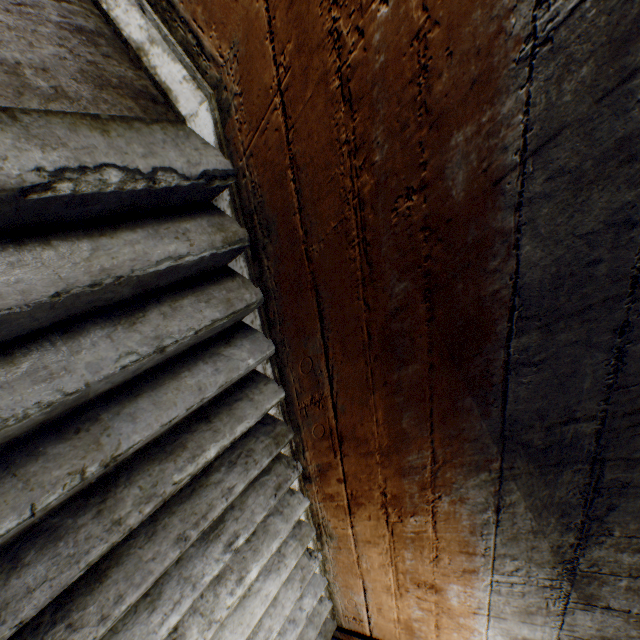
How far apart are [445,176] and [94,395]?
1.4m
